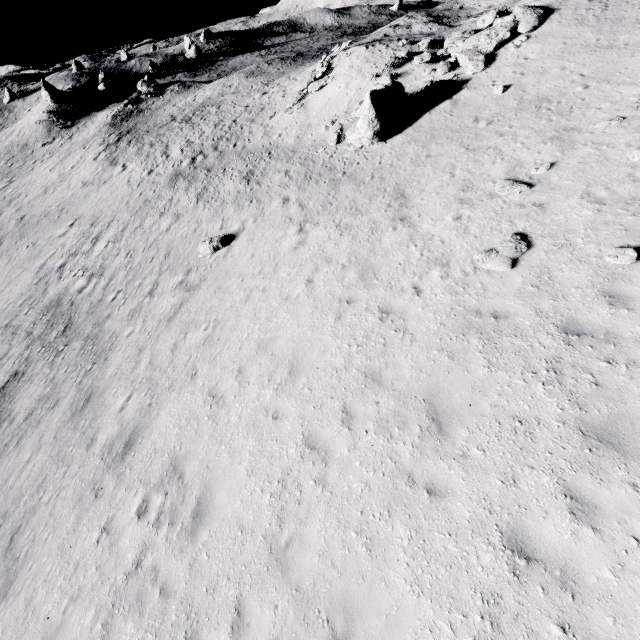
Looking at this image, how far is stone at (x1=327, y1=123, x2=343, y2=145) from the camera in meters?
18.6 m

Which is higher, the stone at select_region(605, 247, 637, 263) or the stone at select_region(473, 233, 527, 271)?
the stone at select_region(605, 247, 637, 263)

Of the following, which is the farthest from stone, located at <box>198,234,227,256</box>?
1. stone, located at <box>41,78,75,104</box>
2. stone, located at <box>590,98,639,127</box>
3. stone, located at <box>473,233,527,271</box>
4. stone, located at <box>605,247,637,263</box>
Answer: stone, located at <box>41,78,75,104</box>

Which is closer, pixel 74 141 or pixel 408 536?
pixel 408 536

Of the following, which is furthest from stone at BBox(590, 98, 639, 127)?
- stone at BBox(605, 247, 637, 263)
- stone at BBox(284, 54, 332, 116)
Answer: stone at BBox(284, 54, 332, 116)

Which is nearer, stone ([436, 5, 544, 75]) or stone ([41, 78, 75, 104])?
stone ([436, 5, 544, 75])

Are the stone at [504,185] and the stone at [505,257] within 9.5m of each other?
yes

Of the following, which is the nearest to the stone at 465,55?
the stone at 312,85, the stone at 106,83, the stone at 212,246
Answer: the stone at 312,85
